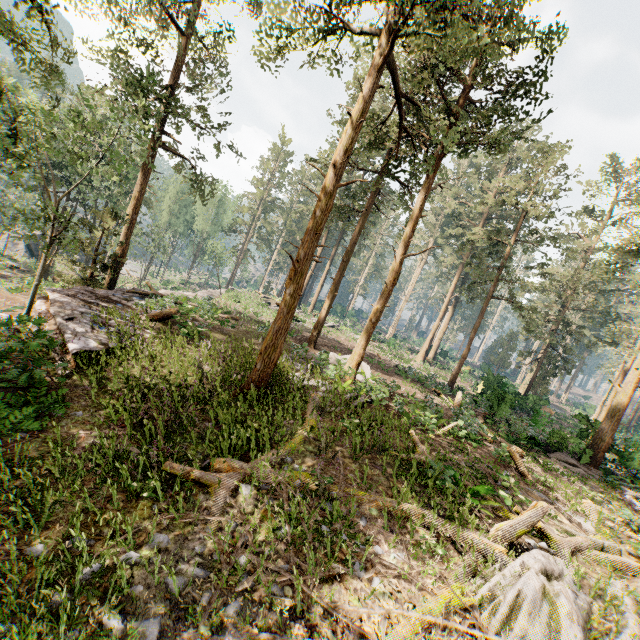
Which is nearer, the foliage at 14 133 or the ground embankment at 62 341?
the ground embankment at 62 341

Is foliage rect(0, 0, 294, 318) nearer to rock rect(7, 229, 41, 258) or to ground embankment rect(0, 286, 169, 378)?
ground embankment rect(0, 286, 169, 378)

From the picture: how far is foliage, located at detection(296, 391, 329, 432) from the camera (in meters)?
9.99

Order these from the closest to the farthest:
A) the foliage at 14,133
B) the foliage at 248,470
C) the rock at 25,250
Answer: the foliage at 248,470, the foliage at 14,133, the rock at 25,250

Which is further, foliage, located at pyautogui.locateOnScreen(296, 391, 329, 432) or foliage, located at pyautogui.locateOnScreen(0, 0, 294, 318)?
foliage, located at pyautogui.locateOnScreen(0, 0, 294, 318)

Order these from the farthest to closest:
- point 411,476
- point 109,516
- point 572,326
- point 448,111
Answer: point 572,326 < point 448,111 < point 411,476 < point 109,516

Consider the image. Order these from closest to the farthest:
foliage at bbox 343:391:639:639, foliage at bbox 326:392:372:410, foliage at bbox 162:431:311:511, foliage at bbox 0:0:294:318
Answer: foliage at bbox 343:391:639:639 < foliage at bbox 162:431:311:511 < foliage at bbox 326:392:372:410 < foliage at bbox 0:0:294:318
